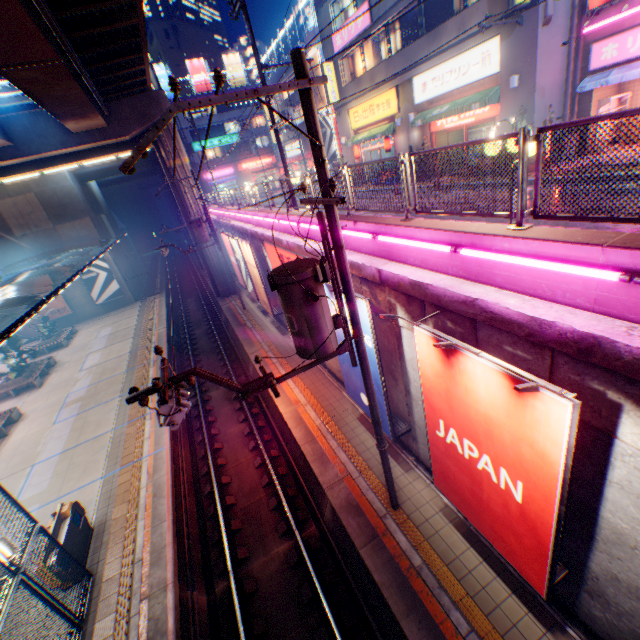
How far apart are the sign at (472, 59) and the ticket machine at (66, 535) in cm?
2253

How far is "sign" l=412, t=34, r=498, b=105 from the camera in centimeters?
1376cm

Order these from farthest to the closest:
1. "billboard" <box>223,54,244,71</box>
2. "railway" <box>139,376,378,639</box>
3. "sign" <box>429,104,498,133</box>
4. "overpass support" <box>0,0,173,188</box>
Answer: "billboard" <box>223,54,244,71</box> → "sign" <box>429,104,498,133</box> → "overpass support" <box>0,0,173,188</box> → "railway" <box>139,376,378,639</box>

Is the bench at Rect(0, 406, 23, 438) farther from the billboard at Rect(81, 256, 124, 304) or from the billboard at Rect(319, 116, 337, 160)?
the billboard at Rect(319, 116, 337, 160)

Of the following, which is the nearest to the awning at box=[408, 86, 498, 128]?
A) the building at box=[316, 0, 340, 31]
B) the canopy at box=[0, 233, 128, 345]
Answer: the building at box=[316, 0, 340, 31]

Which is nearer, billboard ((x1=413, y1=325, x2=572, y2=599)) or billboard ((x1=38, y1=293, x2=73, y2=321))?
billboard ((x1=413, y1=325, x2=572, y2=599))

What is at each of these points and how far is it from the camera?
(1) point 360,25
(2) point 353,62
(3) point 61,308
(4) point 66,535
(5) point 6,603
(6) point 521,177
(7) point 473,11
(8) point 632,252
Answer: (1) sign, 19.3m
(2) window glass, 22.2m
(3) billboard, 31.0m
(4) ticket machine, 9.0m
(5) metal fence, 6.2m
(6) metal fence, 4.3m
(7) building, 13.6m
(8) concrete block, 3.3m

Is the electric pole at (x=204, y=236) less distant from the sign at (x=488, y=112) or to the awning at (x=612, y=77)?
the sign at (x=488, y=112)
